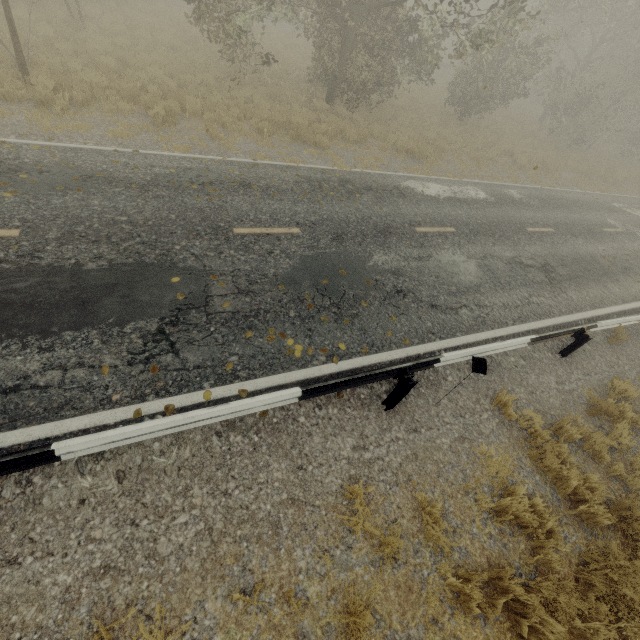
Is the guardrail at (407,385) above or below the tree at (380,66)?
below

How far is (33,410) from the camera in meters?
3.8 m

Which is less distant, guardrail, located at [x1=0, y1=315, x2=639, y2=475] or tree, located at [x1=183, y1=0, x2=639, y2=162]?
guardrail, located at [x1=0, y1=315, x2=639, y2=475]

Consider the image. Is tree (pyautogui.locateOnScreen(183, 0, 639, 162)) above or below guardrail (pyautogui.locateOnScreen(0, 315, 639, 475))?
above

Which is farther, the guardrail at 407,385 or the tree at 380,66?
the tree at 380,66
